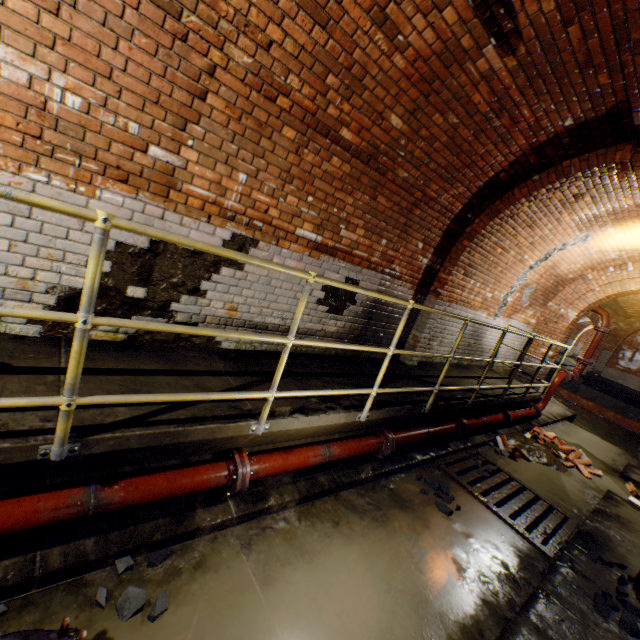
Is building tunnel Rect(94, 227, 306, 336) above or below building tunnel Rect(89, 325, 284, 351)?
above

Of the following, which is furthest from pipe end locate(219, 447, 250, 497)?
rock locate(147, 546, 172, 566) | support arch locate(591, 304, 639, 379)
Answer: support arch locate(591, 304, 639, 379)

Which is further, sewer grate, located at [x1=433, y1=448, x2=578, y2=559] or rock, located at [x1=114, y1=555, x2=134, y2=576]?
sewer grate, located at [x1=433, y1=448, x2=578, y2=559]

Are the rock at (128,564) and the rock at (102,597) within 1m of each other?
yes

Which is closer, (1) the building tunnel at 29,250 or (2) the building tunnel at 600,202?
(1) the building tunnel at 29,250

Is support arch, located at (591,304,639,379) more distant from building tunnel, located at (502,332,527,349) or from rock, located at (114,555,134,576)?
rock, located at (114,555,134,576)

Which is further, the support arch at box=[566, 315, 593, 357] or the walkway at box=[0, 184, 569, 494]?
the support arch at box=[566, 315, 593, 357]

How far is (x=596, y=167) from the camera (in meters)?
4.10
